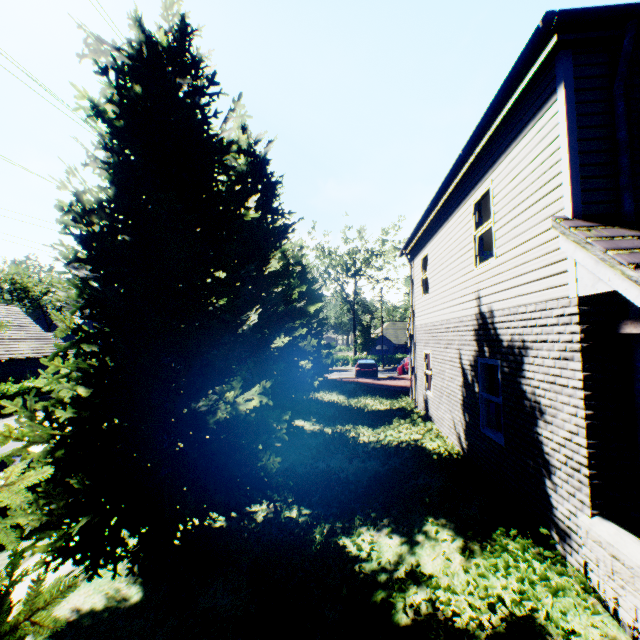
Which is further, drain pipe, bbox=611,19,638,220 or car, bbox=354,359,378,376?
car, bbox=354,359,378,376

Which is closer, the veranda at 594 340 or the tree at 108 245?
the veranda at 594 340

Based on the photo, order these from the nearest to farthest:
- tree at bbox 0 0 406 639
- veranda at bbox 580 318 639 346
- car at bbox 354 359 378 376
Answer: veranda at bbox 580 318 639 346
tree at bbox 0 0 406 639
car at bbox 354 359 378 376

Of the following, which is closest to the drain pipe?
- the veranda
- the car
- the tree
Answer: the veranda

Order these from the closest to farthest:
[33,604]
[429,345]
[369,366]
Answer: [33,604], [429,345], [369,366]

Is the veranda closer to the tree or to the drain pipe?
the drain pipe

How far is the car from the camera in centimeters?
2648cm

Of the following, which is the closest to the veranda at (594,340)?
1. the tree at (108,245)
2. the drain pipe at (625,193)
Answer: the drain pipe at (625,193)
